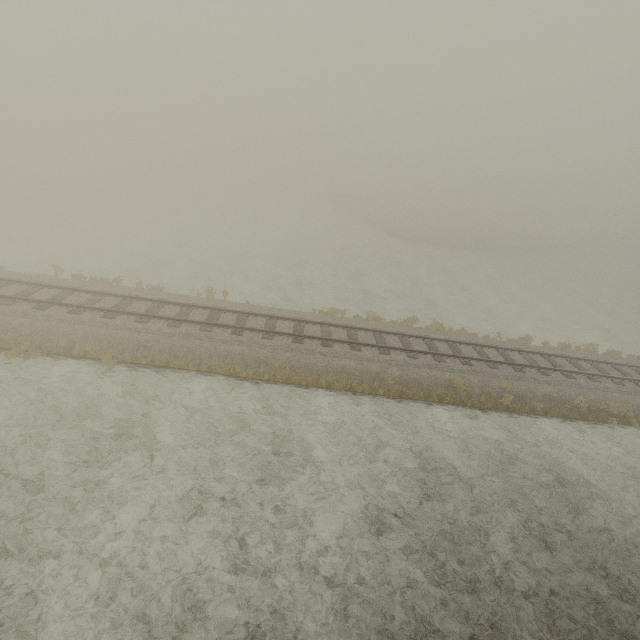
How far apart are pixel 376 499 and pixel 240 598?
4.4m
